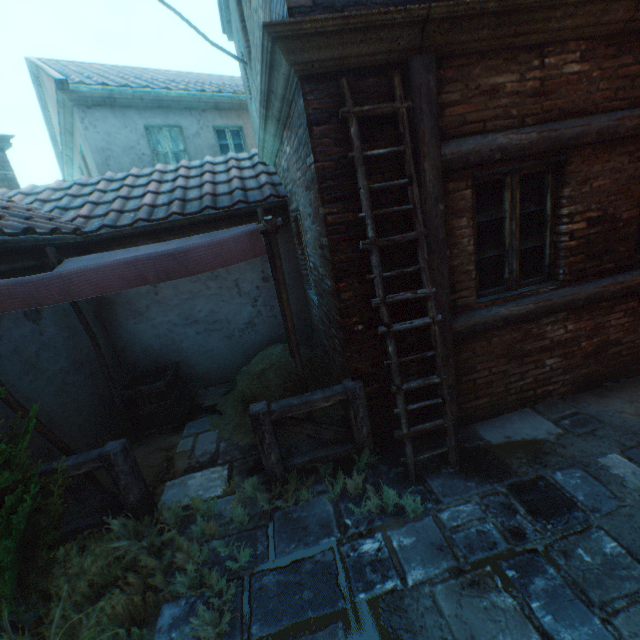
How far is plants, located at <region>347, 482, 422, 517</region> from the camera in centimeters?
284cm

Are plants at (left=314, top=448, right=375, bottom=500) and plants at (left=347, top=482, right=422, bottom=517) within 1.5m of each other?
yes

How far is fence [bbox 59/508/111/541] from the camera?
3.1m

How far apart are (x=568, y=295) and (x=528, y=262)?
0.5m

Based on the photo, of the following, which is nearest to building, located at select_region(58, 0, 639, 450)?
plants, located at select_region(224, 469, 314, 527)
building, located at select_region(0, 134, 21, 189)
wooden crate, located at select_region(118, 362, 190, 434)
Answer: plants, located at select_region(224, 469, 314, 527)

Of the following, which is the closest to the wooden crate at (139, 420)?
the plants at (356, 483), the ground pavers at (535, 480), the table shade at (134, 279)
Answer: the ground pavers at (535, 480)

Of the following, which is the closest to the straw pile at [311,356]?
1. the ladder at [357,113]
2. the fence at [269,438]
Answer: the fence at [269,438]

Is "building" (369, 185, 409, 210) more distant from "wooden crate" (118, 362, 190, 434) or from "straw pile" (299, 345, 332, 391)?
"wooden crate" (118, 362, 190, 434)
